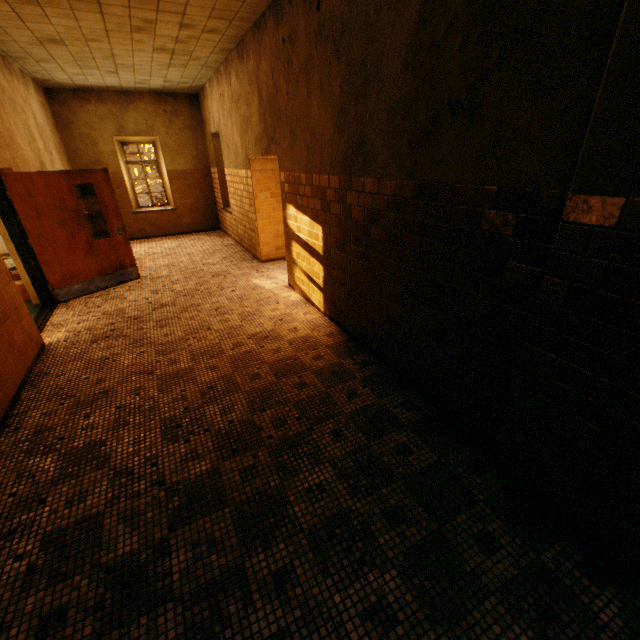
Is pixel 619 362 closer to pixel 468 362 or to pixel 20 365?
pixel 468 362
